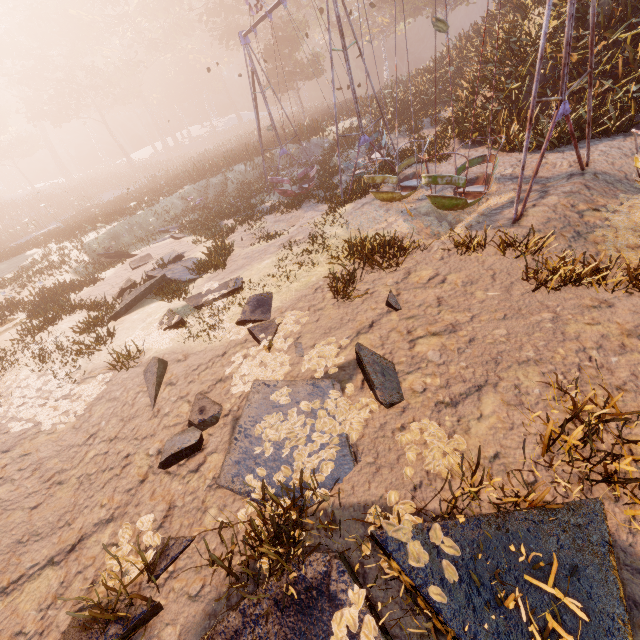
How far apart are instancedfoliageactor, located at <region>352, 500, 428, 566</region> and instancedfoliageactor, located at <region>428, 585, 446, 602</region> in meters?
0.4

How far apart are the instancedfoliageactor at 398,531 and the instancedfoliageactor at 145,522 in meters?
2.3

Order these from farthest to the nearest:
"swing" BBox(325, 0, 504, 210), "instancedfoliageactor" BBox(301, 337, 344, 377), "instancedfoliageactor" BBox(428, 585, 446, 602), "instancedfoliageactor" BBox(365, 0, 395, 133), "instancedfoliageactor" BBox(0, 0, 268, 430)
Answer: "instancedfoliageactor" BBox(365, 0, 395, 133) → "instancedfoliageactor" BBox(0, 0, 268, 430) → "swing" BBox(325, 0, 504, 210) → "instancedfoliageactor" BBox(301, 337, 344, 377) → "instancedfoliageactor" BBox(428, 585, 446, 602)

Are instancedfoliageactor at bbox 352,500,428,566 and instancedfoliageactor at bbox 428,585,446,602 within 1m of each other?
yes

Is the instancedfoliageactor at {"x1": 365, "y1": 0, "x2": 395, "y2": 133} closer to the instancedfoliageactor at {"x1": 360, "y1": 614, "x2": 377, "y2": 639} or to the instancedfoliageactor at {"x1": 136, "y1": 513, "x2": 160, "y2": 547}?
the instancedfoliageactor at {"x1": 136, "y1": 513, "x2": 160, "y2": 547}

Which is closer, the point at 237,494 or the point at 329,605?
the point at 329,605

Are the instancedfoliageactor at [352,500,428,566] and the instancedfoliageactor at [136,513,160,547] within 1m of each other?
no

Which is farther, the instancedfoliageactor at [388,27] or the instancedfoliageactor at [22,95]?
the instancedfoliageactor at [388,27]
